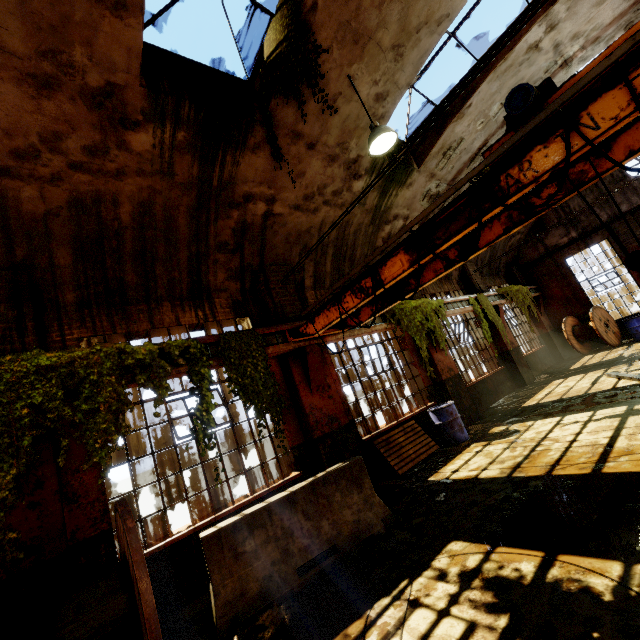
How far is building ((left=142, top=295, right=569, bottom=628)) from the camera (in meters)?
4.89

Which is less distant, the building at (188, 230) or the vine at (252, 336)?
the building at (188, 230)

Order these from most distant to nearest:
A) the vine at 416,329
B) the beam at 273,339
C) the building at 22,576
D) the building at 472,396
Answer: the vine at 416,329 → the beam at 273,339 → the building at 472,396 → the building at 22,576

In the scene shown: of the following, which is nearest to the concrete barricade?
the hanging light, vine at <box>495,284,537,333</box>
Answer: the hanging light

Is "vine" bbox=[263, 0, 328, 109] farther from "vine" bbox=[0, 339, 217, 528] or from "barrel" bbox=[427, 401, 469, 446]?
"barrel" bbox=[427, 401, 469, 446]

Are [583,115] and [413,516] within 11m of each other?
yes

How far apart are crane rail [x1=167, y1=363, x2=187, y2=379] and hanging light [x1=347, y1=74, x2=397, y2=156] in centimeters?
484cm

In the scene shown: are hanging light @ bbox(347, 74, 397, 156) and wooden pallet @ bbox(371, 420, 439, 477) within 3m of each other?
no
